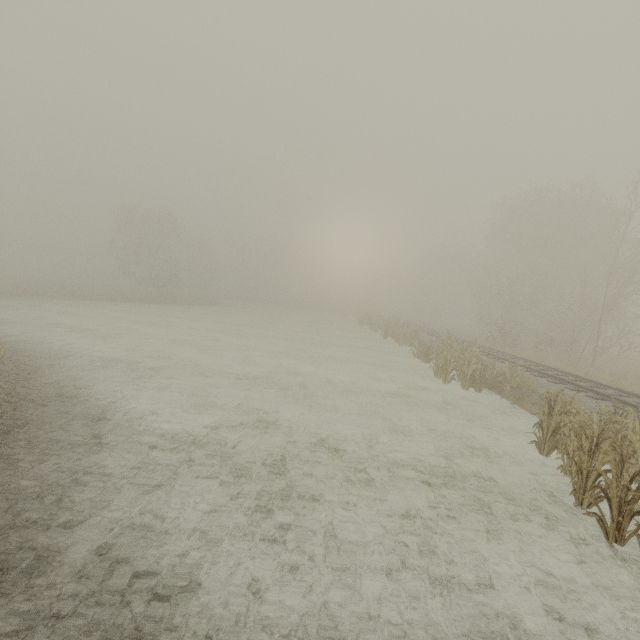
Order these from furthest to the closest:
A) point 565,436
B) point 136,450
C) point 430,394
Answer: point 430,394 → point 565,436 → point 136,450
